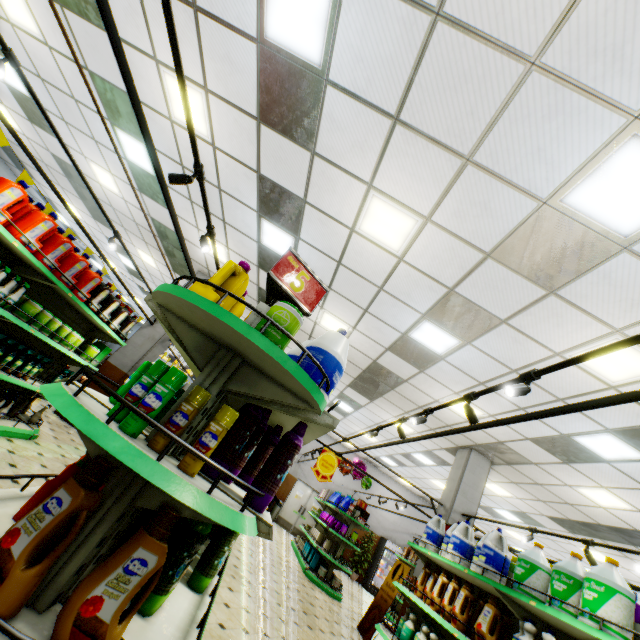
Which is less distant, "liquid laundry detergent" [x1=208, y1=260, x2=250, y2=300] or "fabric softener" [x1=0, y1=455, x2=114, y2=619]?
"fabric softener" [x1=0, y1=455, x2=114, y2=619]

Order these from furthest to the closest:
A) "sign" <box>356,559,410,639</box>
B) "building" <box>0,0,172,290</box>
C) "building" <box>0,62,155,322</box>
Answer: "building" <box>0,62,155,322</box> → "sign" <box>356,559,410,639</box> → "building" <box>0,0,172,290</box>

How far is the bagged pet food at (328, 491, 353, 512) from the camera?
10.2m

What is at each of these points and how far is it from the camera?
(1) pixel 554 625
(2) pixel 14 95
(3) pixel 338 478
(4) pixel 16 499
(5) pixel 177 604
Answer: (1) shelf, 3.1m
(2) building, 7.6m
(3) building, 17.3m
(4) shelf, 1.6m
(5) shelf, 1.7m

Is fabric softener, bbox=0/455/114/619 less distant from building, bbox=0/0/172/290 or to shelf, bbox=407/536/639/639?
building, bbox=0/0/172/290

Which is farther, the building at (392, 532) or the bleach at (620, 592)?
the building at (392, 532)

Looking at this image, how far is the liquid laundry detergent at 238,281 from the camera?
1.8m

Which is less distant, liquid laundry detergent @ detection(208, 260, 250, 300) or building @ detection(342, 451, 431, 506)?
liquid laundry detergent @ detection(208, 260, 250, 300)
